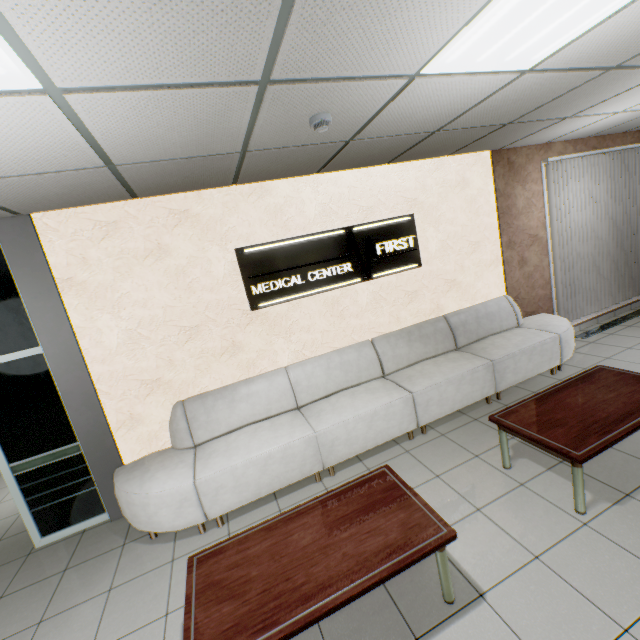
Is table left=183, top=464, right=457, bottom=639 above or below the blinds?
below

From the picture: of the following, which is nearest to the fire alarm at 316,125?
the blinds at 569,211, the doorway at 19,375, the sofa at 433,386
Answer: the sofa at 433,386

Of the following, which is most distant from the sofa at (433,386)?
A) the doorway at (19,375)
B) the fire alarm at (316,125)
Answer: the fire alarm at (316,125)

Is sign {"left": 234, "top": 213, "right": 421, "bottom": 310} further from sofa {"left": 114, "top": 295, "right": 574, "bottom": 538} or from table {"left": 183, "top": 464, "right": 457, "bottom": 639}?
table {"left": 183, "top": 464, "right": 457, "bottom": 639}

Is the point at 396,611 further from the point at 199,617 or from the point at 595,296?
the point at 595,296

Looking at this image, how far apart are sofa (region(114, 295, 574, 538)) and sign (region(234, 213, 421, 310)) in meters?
0.8 m

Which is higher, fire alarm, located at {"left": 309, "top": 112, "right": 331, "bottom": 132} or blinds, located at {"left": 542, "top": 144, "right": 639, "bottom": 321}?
fire alarm, located at {"left": 309, "top": 112, "right": 331, "bottom": 132}

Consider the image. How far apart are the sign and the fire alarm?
1.5 meters
